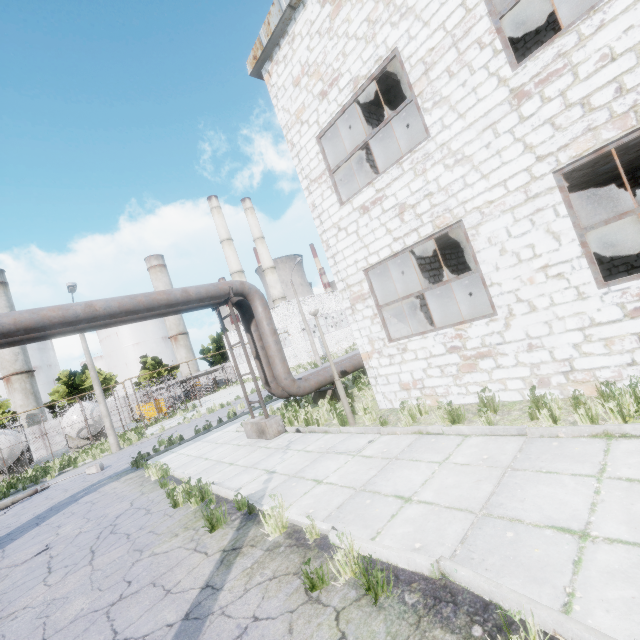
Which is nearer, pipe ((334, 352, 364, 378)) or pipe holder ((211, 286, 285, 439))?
pipe holder ((211, 286, 285, 439))

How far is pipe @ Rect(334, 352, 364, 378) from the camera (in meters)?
12.71

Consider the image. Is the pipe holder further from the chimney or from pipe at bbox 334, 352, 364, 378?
the chimney

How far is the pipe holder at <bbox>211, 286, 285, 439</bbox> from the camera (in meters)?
10.26

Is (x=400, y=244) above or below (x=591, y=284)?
above

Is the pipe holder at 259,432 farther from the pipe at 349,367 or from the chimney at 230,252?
the chimney at 230,252

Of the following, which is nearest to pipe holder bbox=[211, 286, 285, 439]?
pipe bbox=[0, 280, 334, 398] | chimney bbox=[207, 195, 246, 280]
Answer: pipe bbox=[0, 280, 334, 398]
